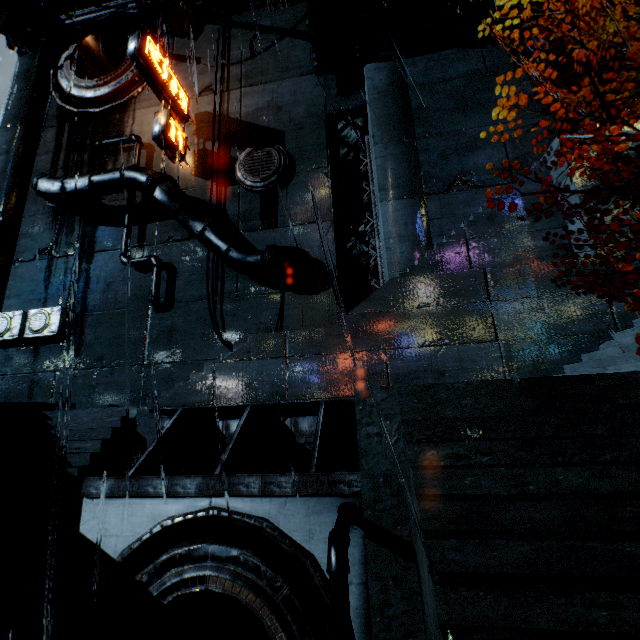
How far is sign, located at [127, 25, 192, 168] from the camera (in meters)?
14.93

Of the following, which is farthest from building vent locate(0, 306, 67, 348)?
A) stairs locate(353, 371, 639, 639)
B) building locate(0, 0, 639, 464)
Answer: stairs locate(353, 371, 639, 639)

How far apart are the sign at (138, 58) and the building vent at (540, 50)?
17.3m

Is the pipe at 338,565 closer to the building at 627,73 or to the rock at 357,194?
the building at 627,73

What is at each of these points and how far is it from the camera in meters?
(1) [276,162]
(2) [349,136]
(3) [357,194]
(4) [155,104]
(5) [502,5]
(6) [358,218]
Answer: (1) building vent, 16.8
(2) rock, 28.4
(3) rock, 30.1
(4) building, 19.9
(5) rock, 26.3
(6) rock, 30.8

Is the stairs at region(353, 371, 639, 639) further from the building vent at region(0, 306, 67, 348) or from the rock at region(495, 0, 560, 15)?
the rock at region(495, 0, 560, 15)

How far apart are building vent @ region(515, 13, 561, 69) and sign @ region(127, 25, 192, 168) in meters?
17.3

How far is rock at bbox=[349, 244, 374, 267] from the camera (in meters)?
28.78
